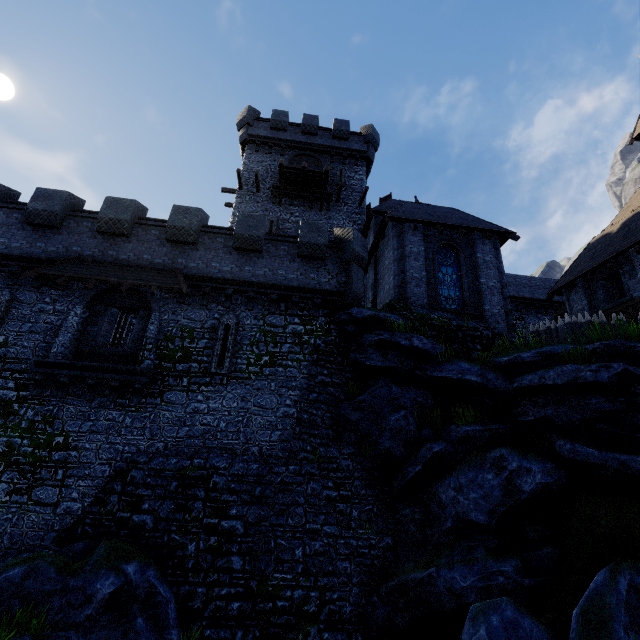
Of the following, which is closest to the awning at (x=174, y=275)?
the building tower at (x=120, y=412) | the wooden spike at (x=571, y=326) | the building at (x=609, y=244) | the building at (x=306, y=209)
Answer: the building tower at (x=120, y=412)

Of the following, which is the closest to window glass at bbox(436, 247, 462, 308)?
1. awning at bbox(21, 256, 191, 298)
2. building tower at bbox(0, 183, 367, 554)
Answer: building tower at bbox(0, 183, 367, 554)

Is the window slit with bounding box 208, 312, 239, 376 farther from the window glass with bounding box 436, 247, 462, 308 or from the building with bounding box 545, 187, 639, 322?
the building with bounding box 545, 187, 639, 322

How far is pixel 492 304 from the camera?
15.5 meters

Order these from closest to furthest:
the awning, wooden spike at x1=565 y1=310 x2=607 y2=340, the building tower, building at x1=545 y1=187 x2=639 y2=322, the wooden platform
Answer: the building tower, the awning, wooden spike at x1=565 y1=310 x2=607 y2=340, building at x1=545 y1=187 x2=639 y2=322, the wooden platform

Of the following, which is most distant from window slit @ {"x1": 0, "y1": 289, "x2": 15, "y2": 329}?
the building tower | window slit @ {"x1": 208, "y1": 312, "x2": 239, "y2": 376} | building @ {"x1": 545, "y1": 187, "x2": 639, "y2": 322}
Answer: building @ {"x1": 545, "y1": 187, "x2": 639, "y2": 322}

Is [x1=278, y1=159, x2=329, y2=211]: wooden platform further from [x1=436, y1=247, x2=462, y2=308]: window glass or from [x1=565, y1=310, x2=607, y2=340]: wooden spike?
[x1=565, y1=310, x2=607, y2=340]: wooden spike

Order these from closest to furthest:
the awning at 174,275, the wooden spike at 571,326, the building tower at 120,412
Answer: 1. the building tower at 120,412
2. the awning at 174,275
3. the wooden spike at 571,326
